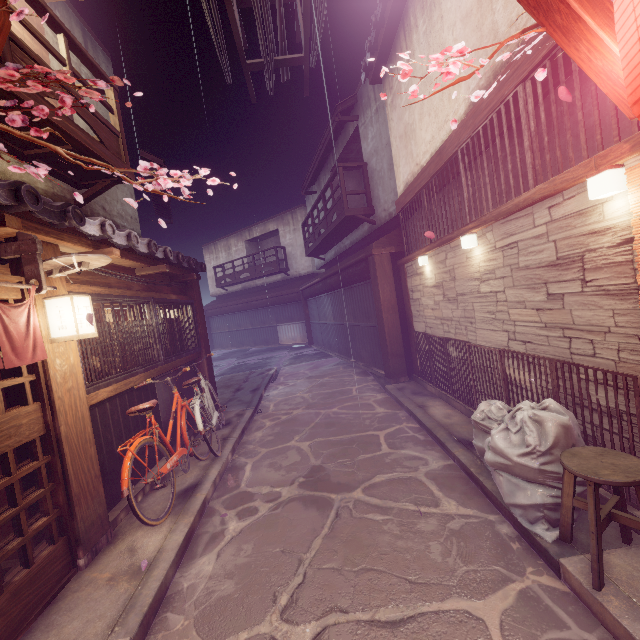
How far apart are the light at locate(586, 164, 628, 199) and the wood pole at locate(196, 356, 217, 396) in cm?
1251

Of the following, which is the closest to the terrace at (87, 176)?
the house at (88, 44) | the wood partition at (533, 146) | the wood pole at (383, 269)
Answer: the wood pole at (383, 269)

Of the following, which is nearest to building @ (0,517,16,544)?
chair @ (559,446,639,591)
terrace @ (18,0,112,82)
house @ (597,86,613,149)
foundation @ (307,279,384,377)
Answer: terrace @ (18,0,112,82)

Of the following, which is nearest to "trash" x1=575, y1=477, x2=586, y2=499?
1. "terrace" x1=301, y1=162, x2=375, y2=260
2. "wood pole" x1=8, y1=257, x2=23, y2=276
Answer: "wood pole" x1=8, y1=257, x2=23, y2=276

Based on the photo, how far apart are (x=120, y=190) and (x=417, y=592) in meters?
15.2 m

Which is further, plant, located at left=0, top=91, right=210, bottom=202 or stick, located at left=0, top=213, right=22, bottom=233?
stick, located at left=0, top=213, right=22, bottom=233

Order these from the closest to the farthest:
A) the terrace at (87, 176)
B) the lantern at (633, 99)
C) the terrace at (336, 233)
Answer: the lantern at (633, 99), the terrace at (87, 176), the terrace at (336, 233)

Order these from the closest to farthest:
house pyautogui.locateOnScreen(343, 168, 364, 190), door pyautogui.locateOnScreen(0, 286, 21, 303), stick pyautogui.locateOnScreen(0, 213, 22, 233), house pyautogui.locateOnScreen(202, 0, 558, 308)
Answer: stick pyautogui.locateOnScreen(0, 213, 22, 233) < door pyautogui.locateOnScreen(0, 286, 21, 303) < house pyautogui.locateOnScreen(202, 0, 558, 308) < house pyautogui.locateOnScreen(343, 168, 364, 190)
